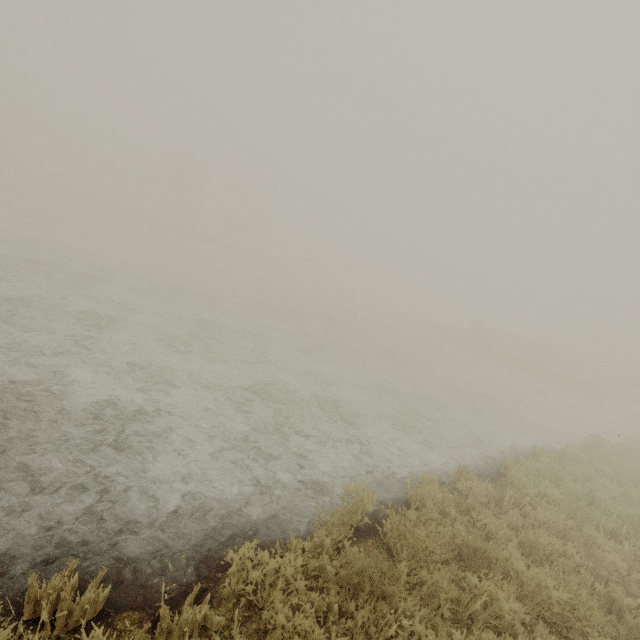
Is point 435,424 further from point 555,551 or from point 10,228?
point 10,228
